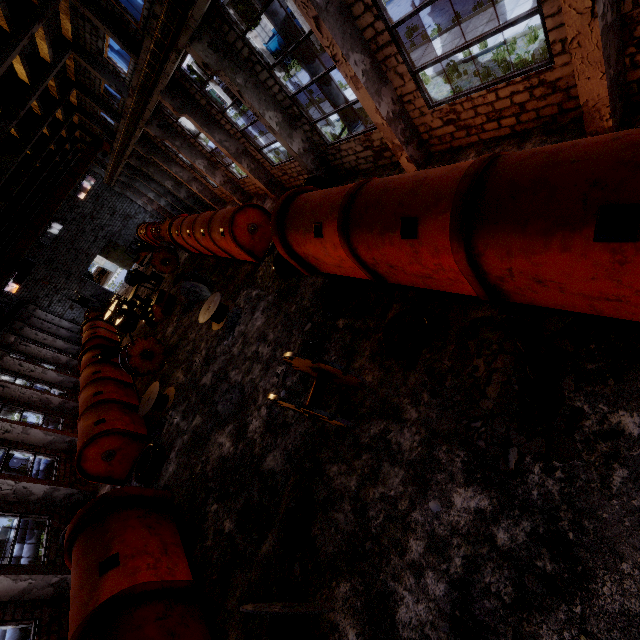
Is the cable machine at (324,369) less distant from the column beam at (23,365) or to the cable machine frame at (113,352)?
the cable machine frame at (113,352)

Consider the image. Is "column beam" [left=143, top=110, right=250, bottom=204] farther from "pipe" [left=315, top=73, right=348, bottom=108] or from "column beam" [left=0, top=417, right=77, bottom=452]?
"column beam" [left=0, top=417, right=77, bottom=452]

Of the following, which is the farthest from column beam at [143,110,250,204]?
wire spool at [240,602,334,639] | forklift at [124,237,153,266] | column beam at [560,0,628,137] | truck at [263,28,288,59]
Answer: truck at [263,28,288,59]

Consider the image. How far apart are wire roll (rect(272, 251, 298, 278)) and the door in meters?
36.3 m

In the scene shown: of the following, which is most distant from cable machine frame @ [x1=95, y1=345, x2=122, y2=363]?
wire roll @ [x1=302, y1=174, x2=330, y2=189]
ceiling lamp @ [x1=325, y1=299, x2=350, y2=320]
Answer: ceiling lamp @ [x1=325, y1=299, x2=350, y2=320]

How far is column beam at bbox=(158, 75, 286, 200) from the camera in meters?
13.2

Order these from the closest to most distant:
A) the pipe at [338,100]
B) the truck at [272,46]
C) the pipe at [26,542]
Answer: the pipe at [338,100]
the pipe at [26,542]
the truck at [272,46]

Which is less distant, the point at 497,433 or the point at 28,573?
the point at 497,433
